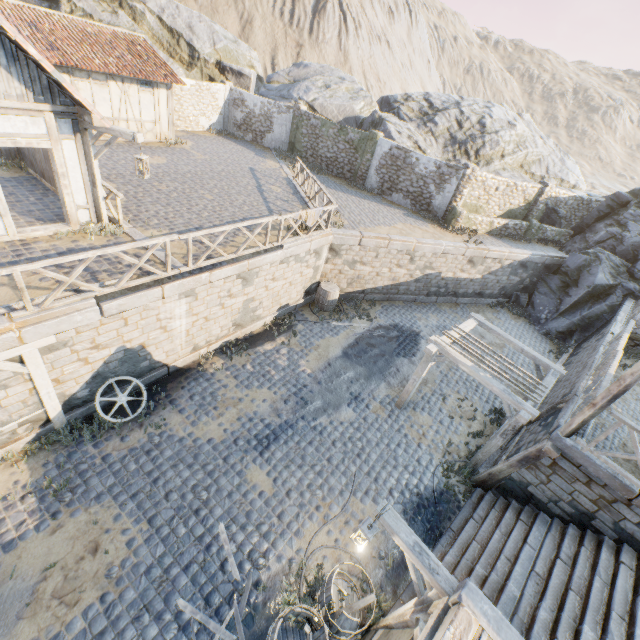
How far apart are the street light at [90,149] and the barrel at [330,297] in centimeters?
752cm

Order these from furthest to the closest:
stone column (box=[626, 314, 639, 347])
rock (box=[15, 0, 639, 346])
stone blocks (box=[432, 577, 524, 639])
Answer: rock (box=[15, 0, 639, 346])
stone column (box=[626, 314, 639, 347])
stone blocks (box=[432, 577, 524, 639])

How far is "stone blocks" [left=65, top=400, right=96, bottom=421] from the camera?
8.04m

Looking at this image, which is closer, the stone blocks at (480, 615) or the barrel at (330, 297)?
the stone blocks at (480, 615)

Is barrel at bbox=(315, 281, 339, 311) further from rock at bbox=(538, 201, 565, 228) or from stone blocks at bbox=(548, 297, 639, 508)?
rock at bbox=(538, 201, 565, 228)

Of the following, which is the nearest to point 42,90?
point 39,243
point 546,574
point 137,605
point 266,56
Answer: point 39,243

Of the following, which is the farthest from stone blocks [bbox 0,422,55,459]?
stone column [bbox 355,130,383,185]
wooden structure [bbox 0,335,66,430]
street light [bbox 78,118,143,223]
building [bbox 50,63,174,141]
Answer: building [bbox 50,63,174,141]

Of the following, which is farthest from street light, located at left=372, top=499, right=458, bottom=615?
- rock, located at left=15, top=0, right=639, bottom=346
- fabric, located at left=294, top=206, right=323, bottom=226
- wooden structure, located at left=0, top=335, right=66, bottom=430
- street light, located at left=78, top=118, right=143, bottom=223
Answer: rock, located at left=15, top=0, right=639, bottom=346
